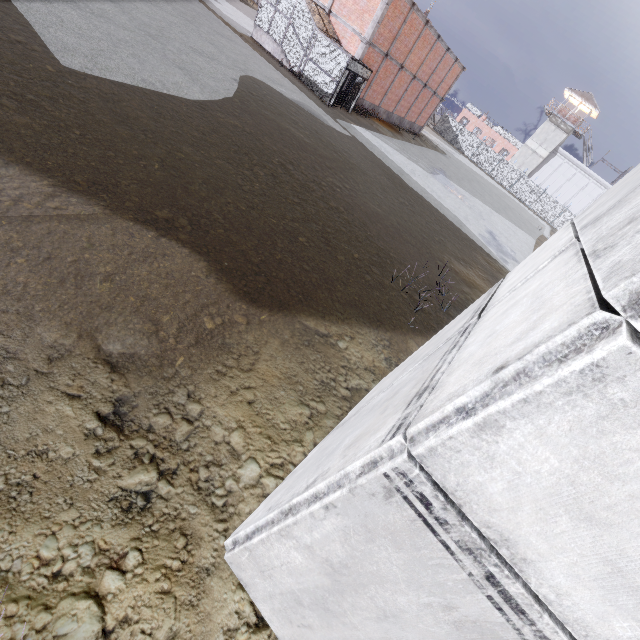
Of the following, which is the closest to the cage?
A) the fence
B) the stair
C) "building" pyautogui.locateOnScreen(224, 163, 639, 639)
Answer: the stair

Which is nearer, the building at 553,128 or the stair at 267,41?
the stair at 267,41

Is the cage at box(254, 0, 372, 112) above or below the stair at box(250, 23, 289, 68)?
above

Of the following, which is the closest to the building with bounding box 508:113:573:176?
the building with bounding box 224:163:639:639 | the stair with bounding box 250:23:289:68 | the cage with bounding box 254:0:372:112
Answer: the cage with bounding box 254:0:372:112

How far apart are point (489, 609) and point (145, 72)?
13.8 meters

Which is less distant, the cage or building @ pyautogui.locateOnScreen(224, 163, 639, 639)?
→ building @ pyautogui.locateOnScreen(224, 163, 639, 639)

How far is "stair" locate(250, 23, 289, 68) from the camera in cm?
2234

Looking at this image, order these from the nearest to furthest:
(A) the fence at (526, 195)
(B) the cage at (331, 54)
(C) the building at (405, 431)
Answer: (C) the building at (405, 431), (B) the cage at (331, 54), (A) the fence at (526, 195)
